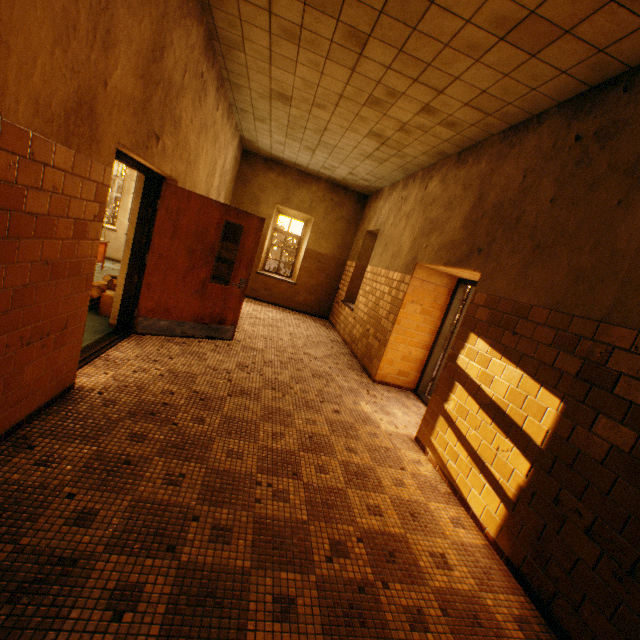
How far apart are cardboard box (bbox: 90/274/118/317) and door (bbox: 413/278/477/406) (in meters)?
5.10

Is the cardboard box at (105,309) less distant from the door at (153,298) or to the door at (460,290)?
the door at (153,298)

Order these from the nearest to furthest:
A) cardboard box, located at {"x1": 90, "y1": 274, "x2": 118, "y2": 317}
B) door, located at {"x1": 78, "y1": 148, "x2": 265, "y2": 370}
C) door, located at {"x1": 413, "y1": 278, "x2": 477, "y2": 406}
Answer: door, located at {"x1": 78, "y1": 148, "x2": 265, "y2": 370} → cardboard box, located at {"x1": 90, "y1": 274, "x2": 118, "y2": 317} → door, located at {"x1": 413, "y1": 278, "x2": 477, "y2": 406}

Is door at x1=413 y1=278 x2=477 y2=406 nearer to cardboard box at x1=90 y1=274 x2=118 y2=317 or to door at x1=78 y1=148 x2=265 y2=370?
door at x1=78 y1=148 x2=265 y2=370

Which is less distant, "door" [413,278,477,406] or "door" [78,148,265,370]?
"door" [78,148,265,370]

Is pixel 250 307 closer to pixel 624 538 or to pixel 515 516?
pixel 515 516

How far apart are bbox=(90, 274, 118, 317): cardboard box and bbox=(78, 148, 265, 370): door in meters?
0.5

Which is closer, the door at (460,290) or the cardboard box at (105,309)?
the cardboard box at (105,309)
